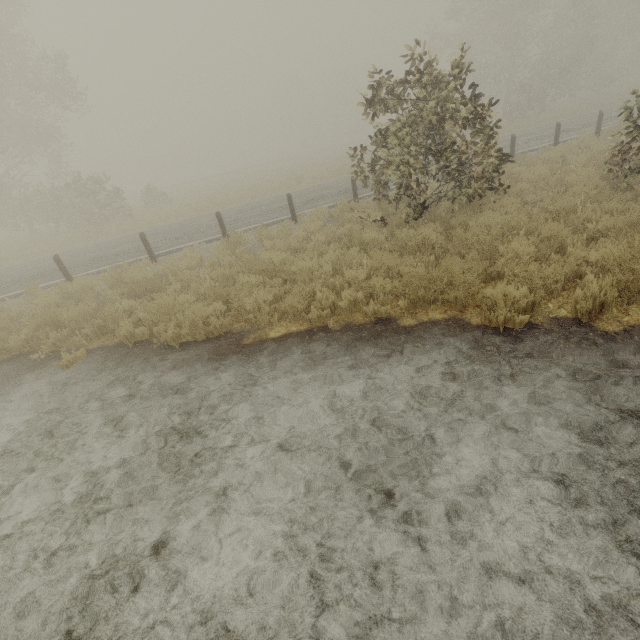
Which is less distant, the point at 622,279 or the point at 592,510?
the point at 592,510
